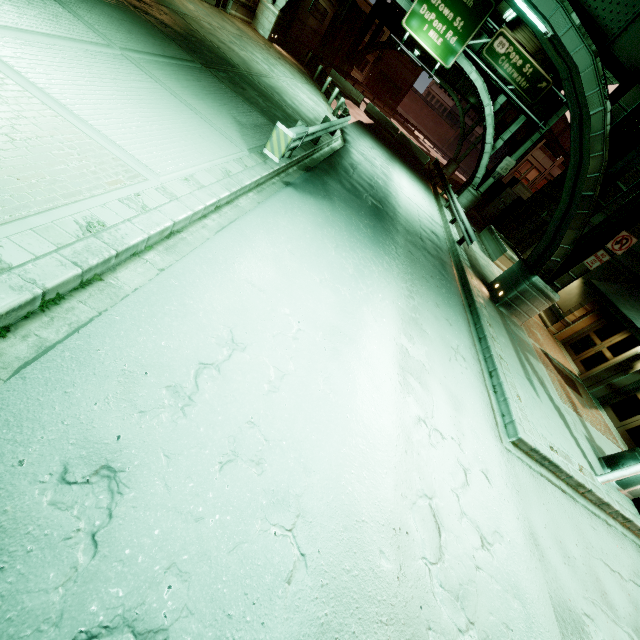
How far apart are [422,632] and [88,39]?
11.31m

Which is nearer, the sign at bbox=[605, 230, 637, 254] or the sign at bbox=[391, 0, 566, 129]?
the sign at bbox=[605, 230, 637, 254]

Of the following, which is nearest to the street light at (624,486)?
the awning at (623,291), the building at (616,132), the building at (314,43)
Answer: the awning at (623,291)

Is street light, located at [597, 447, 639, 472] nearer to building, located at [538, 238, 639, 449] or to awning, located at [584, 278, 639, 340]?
awning, located at [584, 278, 639, 340]

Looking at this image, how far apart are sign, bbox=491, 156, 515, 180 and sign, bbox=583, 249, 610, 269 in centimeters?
1593cm

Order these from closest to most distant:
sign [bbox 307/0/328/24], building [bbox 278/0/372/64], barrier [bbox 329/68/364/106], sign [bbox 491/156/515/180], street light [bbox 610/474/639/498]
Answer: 1. street light [bbox 610/474/639/498]
2. sign [bbox 491/156/515/180]
3. building [bbox 278/0/372/64]
4. sign [bbox 307/0/328/24]
5. barrier [bbox 329/68/364/106]

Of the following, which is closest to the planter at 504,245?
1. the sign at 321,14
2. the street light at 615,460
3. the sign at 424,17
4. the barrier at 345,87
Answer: the sign at 424,17

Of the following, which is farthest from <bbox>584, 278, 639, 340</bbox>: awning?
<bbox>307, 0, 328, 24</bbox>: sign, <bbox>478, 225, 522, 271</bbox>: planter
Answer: <bbox>307, 0, 328, 24</bbox>: sign
